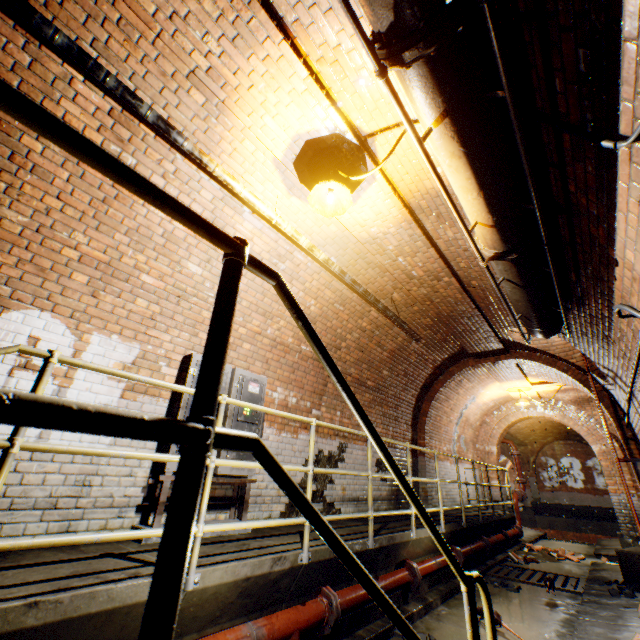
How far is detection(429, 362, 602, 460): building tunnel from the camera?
9.51m

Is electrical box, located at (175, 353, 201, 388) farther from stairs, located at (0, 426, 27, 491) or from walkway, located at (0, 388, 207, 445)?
walkway, located at (0, 388, 207, 445)

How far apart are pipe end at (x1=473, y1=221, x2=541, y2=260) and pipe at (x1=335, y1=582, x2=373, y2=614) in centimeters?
379cm

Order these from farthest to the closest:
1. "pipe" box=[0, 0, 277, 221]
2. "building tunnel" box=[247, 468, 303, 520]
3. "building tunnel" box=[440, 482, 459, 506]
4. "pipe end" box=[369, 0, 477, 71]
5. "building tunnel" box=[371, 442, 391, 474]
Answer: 1. "building tunnel" box=[440, 482, 459, 506]
2. "building tunnel" box=[371, 442, 391, 474]
3. "building tunnel" box=[247, 468, 303, 520]
4. "pipe" box=[0, 0, 277, 221]
5. "pipe end" box=[369, 0, 477, 71]

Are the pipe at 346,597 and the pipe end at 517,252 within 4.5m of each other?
yes

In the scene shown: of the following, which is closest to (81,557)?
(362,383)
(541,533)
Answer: (362,383)

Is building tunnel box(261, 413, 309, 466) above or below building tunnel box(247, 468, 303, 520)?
above

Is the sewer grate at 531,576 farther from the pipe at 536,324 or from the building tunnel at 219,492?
the pipe at 536,324
